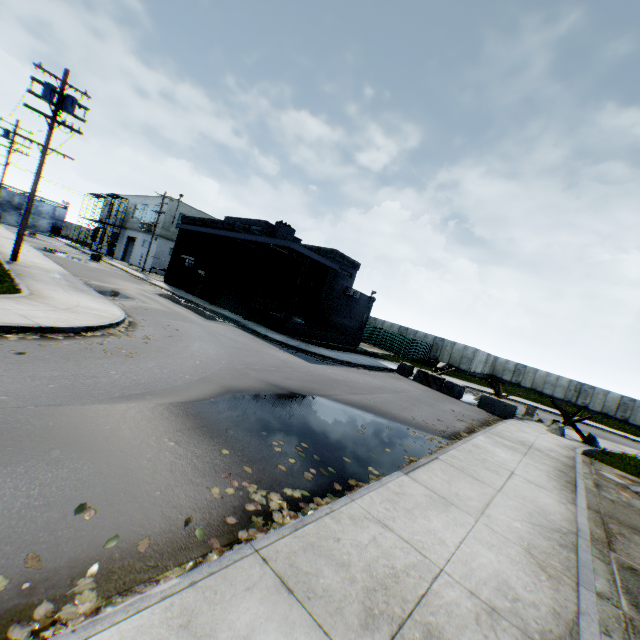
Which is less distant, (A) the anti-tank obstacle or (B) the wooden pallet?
(A) the anti-tank obstacle

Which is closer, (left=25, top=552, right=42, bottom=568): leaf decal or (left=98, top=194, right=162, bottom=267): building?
(left=25, top=552, right=42, bottom=568): leaf decal

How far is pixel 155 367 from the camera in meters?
8.2

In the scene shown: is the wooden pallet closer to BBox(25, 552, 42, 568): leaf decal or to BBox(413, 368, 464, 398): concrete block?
BBox(413, 368, 464, 398): concrete block

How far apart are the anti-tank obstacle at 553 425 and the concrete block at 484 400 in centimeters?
173cm

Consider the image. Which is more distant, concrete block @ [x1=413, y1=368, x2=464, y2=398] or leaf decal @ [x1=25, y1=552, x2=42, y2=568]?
concrete block @ [x1=413, y1=368, x2=464, y2=398]

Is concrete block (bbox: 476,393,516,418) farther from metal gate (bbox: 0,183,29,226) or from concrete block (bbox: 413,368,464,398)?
metal gate (bbox: 0,183,29,226)

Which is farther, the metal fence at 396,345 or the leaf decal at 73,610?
the metal fence at 396,345
